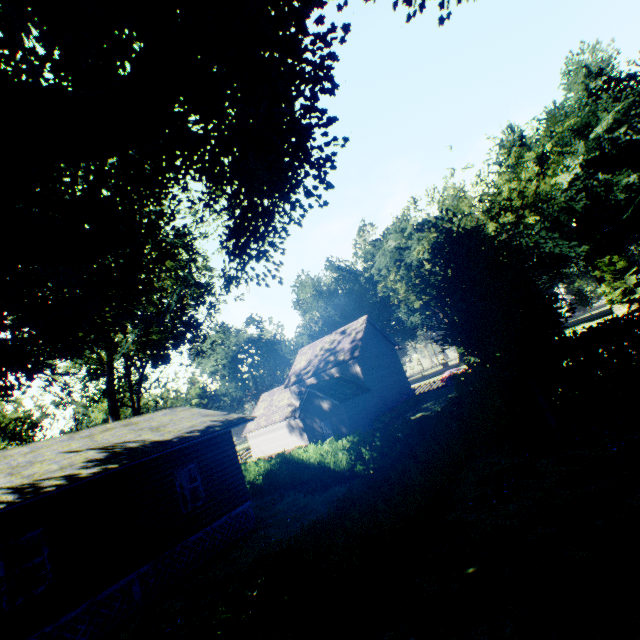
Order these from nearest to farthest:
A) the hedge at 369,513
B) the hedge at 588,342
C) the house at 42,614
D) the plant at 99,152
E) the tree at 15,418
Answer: the hedge at 369,513
the plant at 99,152
the house at 42,614
the hedge at 588,342
the tree at 15,418

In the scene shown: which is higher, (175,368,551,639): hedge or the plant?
the plant

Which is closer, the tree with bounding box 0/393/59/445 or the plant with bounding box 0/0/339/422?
the plant with bounding box 0/0/339/422

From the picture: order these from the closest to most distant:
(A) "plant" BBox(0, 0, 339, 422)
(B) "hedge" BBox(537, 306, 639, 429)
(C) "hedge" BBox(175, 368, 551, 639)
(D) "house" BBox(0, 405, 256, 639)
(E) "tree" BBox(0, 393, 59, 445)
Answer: (C) "hedge" BBox(175, 368, 551, 639) → (A) "plant" BBox(0, 0, 339, 422) → (D) "house" BBox(0, 405, 256, 639) → (B) "hedge" BBox(537, 306, 639, 429) → (E) "tree" BBox(0, 393, 59, 445)

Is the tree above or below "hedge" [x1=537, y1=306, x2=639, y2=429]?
above

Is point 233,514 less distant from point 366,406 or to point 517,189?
point 366,406

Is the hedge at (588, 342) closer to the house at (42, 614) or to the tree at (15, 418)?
the house at (42, 614)

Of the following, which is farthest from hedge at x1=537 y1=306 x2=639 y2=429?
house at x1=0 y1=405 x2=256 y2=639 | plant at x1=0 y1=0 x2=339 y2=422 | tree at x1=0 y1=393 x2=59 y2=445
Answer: tree at x1=0 y1=393 x2=59 y2=445
